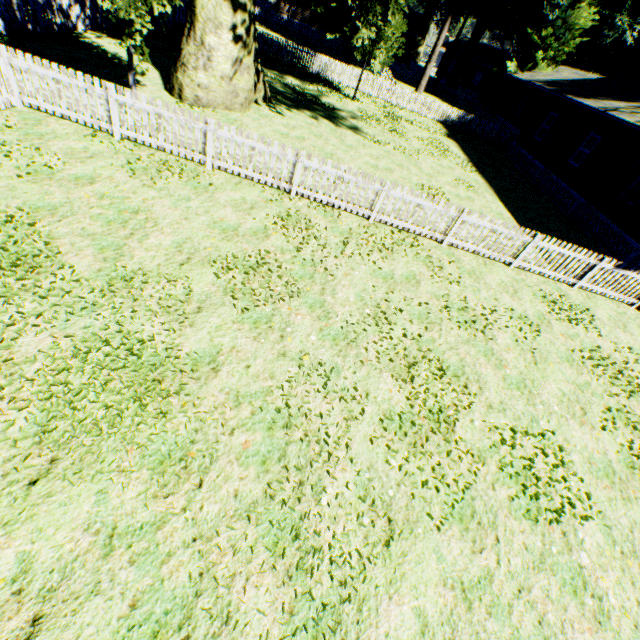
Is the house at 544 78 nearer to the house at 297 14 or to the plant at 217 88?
the plant at 217 88

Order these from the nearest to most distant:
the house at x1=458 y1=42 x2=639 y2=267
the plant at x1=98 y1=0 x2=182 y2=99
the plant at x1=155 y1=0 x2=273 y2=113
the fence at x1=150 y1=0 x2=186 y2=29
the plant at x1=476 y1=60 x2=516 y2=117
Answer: the plant at x1=98 y1=0 x2=182 y2=99 < the plant at x1=155 y1=0 x2=273 y2=113 < the house at x1=458 y1=42 x2=639 y2=267 < the fence at x1=150 y1=0 x2=186 y2=29 < the plant at x1=476 y1=60 x2=516 y2=117

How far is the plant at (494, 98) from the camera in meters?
34.3 m

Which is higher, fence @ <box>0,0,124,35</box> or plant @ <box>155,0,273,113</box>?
plant @ <box>155,0,273,113</box>

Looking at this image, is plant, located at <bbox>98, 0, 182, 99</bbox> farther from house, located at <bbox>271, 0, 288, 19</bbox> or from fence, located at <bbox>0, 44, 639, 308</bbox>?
house, located at <bbox>271, 0, 288, 19</bbox>

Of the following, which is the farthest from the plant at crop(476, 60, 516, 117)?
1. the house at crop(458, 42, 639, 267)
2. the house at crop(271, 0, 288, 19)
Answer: the house at crop(271, 0, 288, 19)

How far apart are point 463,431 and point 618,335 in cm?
788

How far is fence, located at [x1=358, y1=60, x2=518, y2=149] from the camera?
25.5m
